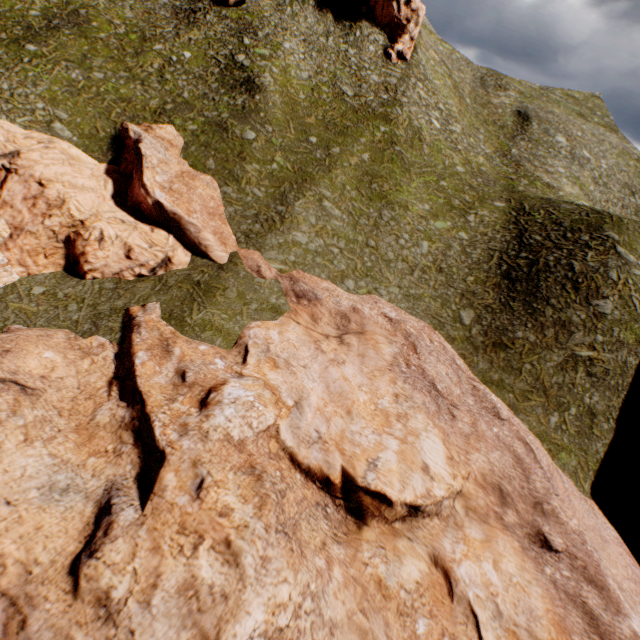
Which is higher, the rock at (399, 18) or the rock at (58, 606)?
the rock at (399, 18)

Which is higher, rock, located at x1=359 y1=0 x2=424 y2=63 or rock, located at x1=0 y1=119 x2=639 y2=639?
rock, located at x1=359 y1=0 x2=424 y2=63

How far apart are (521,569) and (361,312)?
16.8 meters

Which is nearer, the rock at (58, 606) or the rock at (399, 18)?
the rock at (58, 606)

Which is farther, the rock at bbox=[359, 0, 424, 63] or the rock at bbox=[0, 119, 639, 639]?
the rock at bbox=[359, 0, 424, 63]
